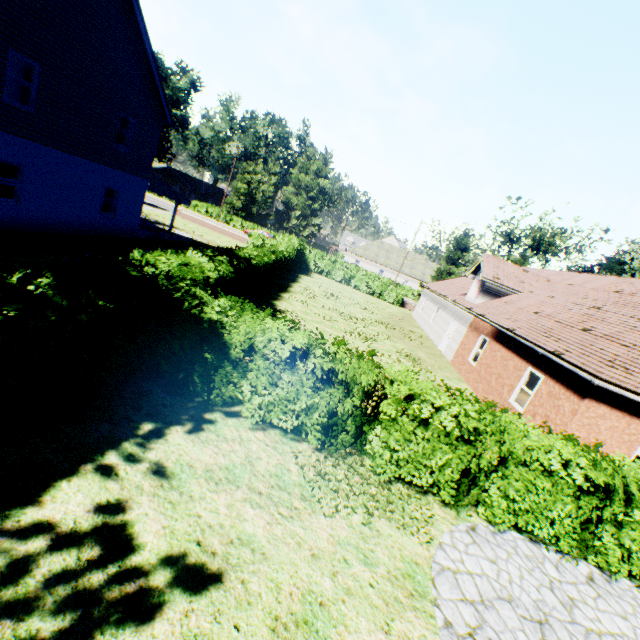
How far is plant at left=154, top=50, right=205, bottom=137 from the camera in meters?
54.5

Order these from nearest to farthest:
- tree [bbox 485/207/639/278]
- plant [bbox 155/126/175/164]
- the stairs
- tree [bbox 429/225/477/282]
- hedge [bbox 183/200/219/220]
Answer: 1. the stairs
2. tree [bbox 485/207/639/278]
3. tree [bbox 429/225/477/282]
4. hedge [bbox 183/200/219/220]
5. plant [bbox 155/126/175/164]

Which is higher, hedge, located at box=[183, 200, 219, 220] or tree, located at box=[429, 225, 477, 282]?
tree, located at box=[429, 225, 477, 282]

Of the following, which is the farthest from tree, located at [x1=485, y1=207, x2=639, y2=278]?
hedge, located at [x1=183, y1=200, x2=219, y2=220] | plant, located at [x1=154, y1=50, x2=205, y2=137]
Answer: plant, located at [x1=154, y1=50, x2=205, y2=137]

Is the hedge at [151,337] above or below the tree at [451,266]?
below

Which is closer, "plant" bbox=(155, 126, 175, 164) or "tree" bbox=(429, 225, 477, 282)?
"tree" bbox=(429, 225, 477, 282)

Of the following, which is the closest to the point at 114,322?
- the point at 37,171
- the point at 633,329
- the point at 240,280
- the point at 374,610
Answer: the point at 374,610

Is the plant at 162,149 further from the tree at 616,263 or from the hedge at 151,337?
the hedge at 151,337
